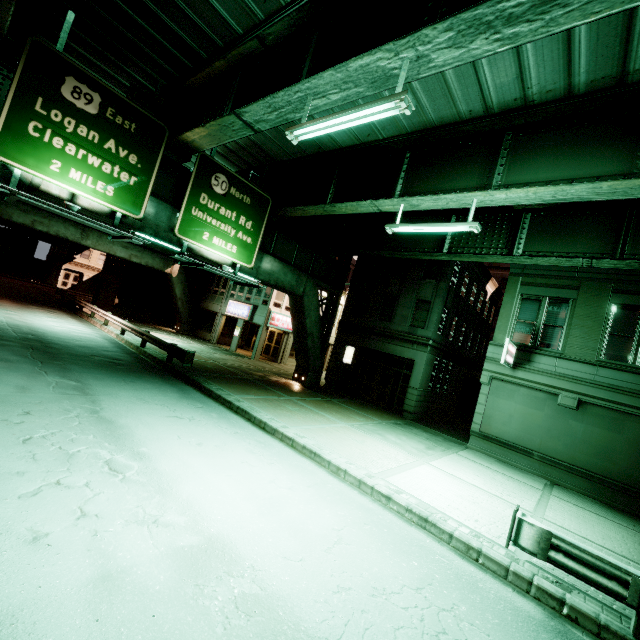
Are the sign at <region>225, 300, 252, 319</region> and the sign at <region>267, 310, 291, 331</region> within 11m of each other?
yes

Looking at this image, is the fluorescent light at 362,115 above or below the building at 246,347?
above

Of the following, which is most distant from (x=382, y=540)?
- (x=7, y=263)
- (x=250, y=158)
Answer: (x=7, y=263)

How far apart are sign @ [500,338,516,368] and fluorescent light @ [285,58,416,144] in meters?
11.0 m

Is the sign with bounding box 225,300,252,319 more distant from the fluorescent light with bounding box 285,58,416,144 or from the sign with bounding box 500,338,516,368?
the fluorescent light with bounding box 285,58,416,144

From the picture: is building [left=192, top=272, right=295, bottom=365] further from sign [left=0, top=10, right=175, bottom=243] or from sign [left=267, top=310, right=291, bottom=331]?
sign [left=0, top=10, right=175, bottom=243]

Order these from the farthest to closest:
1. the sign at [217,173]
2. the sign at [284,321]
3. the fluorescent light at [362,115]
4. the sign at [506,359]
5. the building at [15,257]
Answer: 1. the building at [15,257]
2. the sign at [284,321]
3. the sign at [506,359]
4. the sign at [217,173]
5. the fluorescent light at [362,115]

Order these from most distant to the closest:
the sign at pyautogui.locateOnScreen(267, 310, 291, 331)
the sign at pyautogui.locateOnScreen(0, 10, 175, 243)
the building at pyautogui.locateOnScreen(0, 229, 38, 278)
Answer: the building at pyautogui.locateOnScreen(0, 229, 38, 278) < the sign at pyautogui.locateOnScreen(267, 310, 291, 331) < the sign at pyautogui.locateOnScreen(0, 10, 175, 243)
